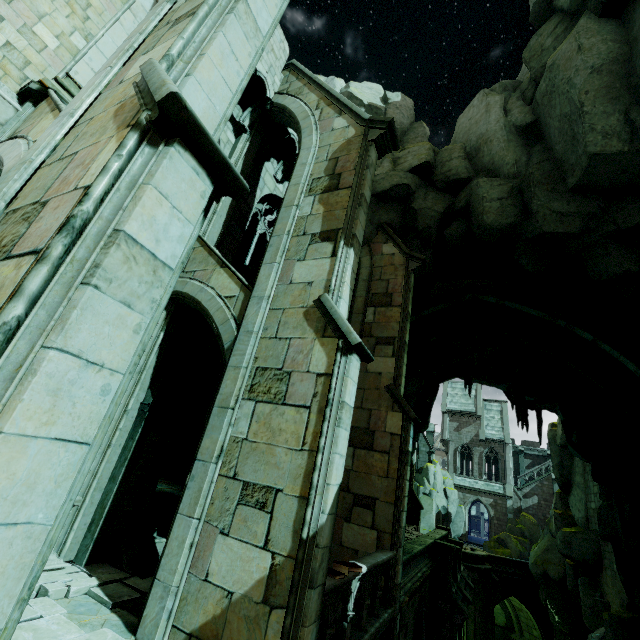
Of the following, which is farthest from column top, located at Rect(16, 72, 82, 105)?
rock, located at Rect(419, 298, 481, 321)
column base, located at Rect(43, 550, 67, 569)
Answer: column base, located at Rect(43, 550, 67, 569)

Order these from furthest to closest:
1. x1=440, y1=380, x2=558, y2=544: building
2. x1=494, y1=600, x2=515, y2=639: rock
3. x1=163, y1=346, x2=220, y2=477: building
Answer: x1=440, y1=380, x2=558, y2=544: building
x1=494, y1=600, x2=515, y2=639: rock
x1=163, y1=346, x2=220, y2=477: building

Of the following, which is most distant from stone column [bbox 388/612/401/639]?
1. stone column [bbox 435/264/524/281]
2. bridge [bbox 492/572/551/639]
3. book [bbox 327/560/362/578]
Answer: bridge [bbox 492/572/551/639]

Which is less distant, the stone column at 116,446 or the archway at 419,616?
the stone column at 116,446

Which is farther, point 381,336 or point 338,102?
point 381,336

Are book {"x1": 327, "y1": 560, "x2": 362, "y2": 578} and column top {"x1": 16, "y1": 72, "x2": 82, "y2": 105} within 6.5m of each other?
no

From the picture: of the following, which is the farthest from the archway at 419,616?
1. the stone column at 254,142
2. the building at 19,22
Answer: the building at 19,22

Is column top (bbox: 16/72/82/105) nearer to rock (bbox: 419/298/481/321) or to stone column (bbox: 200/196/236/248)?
stone column (bbox: 200/196/236/248)
